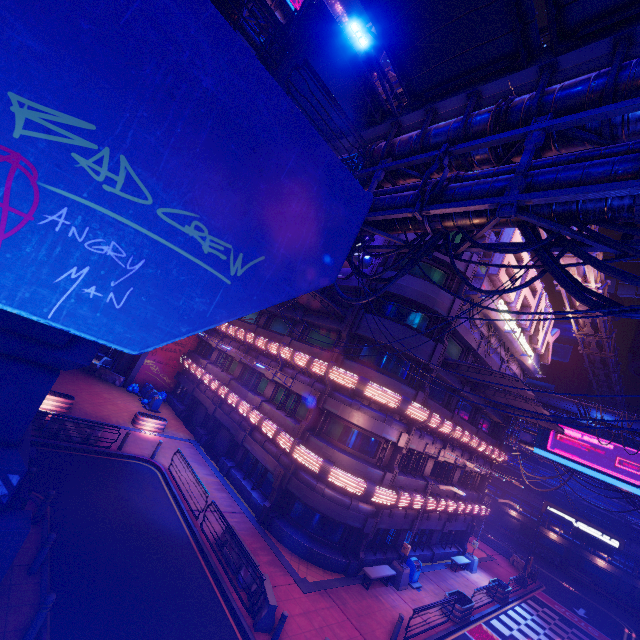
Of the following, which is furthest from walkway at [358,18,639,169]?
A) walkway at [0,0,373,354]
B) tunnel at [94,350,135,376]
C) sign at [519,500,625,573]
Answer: sign at [519,500,625,573]

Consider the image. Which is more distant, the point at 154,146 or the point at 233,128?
the point at 233,128

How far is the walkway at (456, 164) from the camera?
9.42m

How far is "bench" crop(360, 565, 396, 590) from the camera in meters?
16.0

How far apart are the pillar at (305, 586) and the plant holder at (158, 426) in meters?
14.2

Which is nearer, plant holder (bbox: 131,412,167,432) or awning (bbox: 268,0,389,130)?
awning (bbox: 268,0,389,130)

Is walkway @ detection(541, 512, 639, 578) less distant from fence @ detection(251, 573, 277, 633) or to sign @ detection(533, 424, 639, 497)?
sign @ detection(533, 424, 639, 497)

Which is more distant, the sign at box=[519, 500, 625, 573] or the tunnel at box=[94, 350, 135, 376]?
the tunnel at box=[94, 350, 135, 376]
